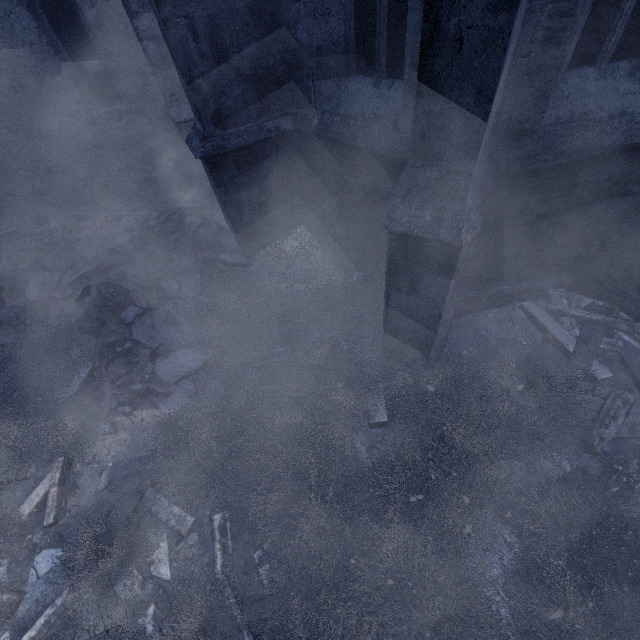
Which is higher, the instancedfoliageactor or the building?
the building

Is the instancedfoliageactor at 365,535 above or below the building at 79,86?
below

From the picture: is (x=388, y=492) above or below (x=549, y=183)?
below
